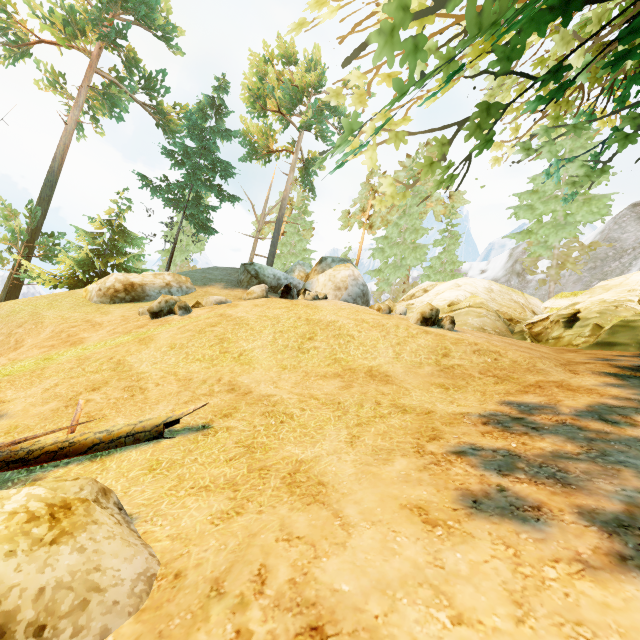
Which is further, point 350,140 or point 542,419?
point 542,419

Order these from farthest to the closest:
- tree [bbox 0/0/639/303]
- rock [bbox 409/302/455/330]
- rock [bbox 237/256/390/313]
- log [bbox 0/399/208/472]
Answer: rock [bbox 237/256/390/313]
rock [bbox 409/302/455/330]
log [bbox 0/399/208/472]
tree [bbox 0/0/639/303]

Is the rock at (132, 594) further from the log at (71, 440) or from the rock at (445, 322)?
the rock at (445, 322)

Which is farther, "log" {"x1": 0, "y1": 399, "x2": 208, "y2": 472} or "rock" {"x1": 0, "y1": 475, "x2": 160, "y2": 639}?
"log" {"x1": 0, "y1": 399, "x2": 208, "y2": 472}

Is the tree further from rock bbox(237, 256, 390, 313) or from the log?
rock bbox(237, 256, 390, 313)

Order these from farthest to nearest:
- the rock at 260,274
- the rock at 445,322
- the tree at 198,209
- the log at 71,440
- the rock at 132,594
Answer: the rock at 260,274 < the rock at 445,322 < the log at 71,440 < the tree at 198,209 < the rock at 132,594

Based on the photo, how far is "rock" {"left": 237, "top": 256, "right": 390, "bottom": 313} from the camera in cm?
1353

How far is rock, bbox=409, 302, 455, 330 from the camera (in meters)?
9.74
